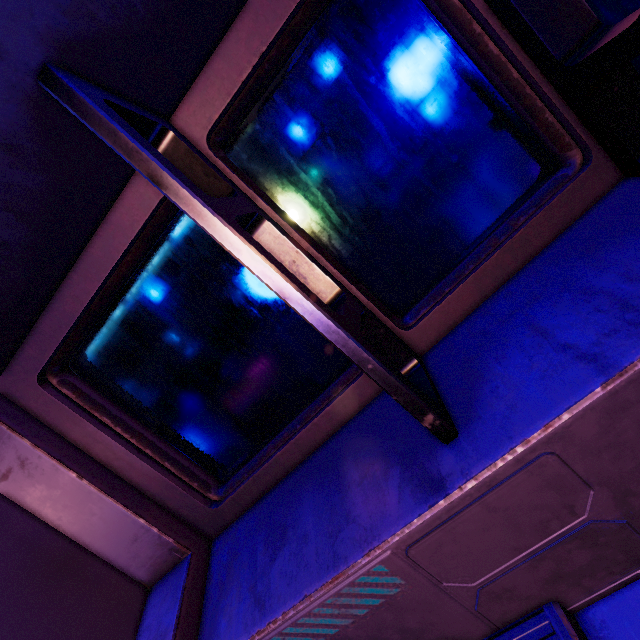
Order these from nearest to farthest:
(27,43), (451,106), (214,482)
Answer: (27,43) → (451,106) → (214,482)
